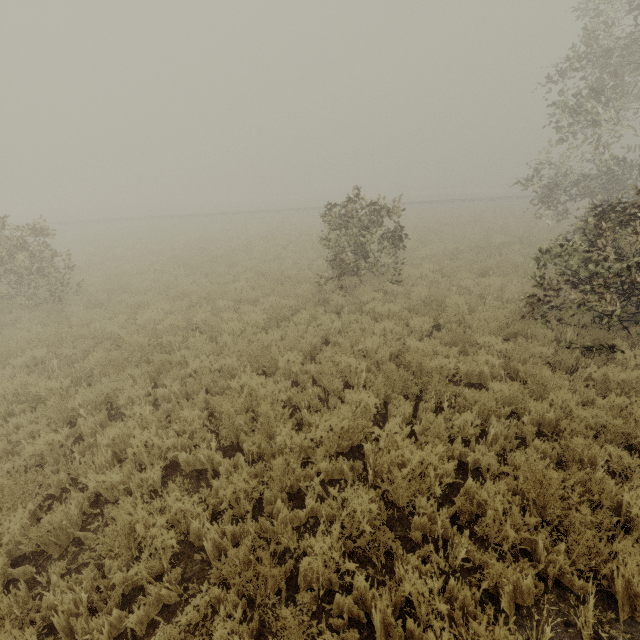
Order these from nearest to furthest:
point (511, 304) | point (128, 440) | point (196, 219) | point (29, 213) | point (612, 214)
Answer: point (128, 440), point (612, 214), point (511, 304), point (196, 219), point (29, 213)
